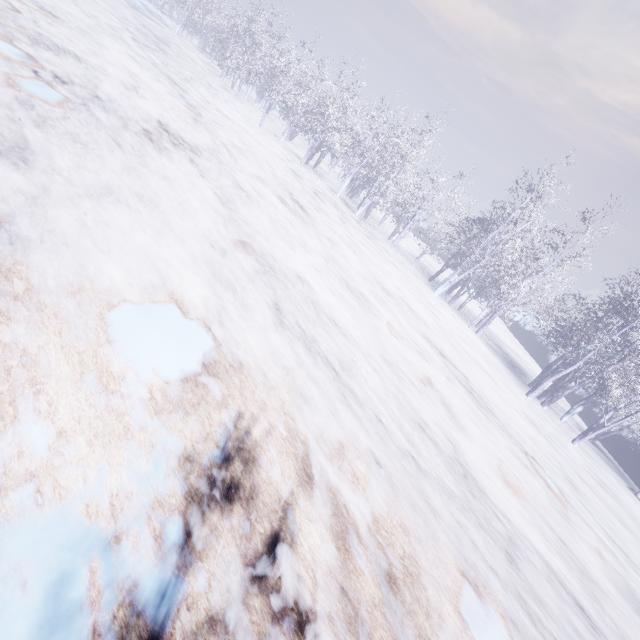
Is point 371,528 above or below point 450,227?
below
